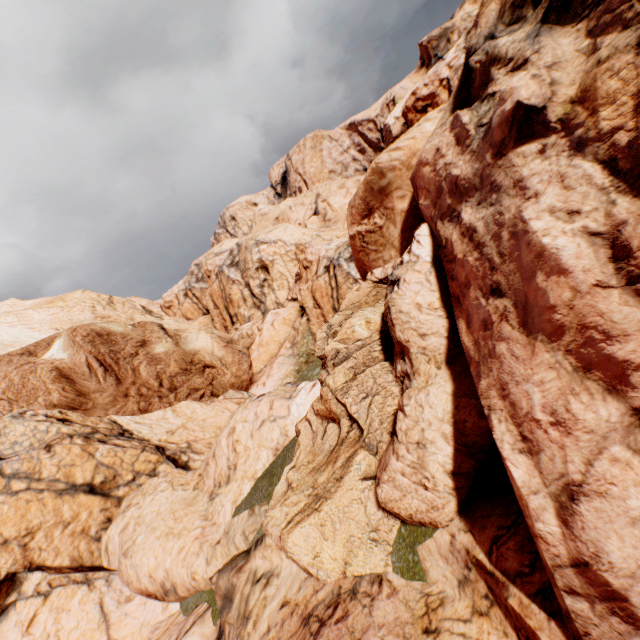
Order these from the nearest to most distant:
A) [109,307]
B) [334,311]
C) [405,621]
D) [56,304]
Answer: [405,621] → [334,311] → [56,304] → [109,307]
